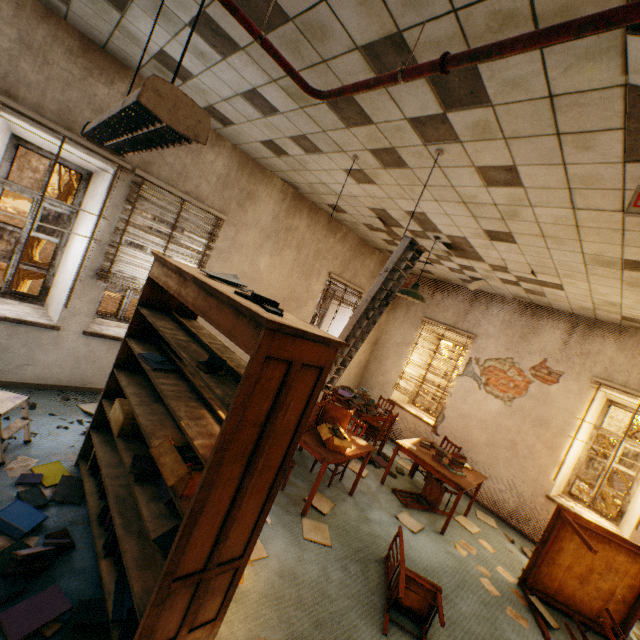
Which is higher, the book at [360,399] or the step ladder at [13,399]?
the book at [360,399]

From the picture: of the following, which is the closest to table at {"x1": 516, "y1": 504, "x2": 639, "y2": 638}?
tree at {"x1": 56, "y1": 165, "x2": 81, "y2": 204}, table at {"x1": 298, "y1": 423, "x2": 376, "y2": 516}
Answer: table at {"x1": 298, "y1": 423, "x2": 376, "y2": 516}

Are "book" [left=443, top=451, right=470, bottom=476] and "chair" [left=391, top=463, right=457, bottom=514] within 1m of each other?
yes

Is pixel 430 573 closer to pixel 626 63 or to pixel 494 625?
pixel 494 625

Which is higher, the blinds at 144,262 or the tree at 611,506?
the blinds at 144,262

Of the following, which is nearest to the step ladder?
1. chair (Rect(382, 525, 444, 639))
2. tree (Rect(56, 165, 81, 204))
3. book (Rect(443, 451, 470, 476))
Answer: chair (Rect(382, 525, 444, 639))

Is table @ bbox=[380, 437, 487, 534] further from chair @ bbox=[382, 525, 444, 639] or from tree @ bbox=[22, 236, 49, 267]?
tree @ bbox=[22, 236, 49, 267]

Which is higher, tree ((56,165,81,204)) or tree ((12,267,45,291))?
tree ((56,165,81,204))
